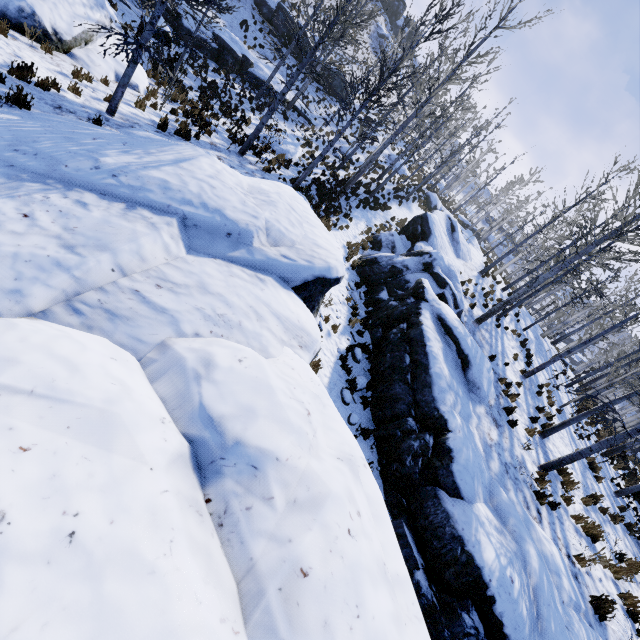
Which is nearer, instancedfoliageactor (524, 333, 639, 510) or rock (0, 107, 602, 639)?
rock (0, 107, 602, 639)

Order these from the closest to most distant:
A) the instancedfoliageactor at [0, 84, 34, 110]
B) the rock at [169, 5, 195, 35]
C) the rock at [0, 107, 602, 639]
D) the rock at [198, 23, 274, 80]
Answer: the rock at [0, 107, 602, 639] < the instancedfoliageactor at [0, 84, 34, 110] < the rock at [169, 5, 195, 35] < the rock at [198, 23, 274, 80]

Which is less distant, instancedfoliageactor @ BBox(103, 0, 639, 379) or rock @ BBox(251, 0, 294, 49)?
instancedfoliageactor @ BBox(103, 0, 639, 379)

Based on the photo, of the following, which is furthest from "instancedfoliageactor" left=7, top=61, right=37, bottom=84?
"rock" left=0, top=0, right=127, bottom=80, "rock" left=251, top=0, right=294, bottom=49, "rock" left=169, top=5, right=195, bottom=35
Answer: "rock" left=251, top=0, right=294, bottom=49

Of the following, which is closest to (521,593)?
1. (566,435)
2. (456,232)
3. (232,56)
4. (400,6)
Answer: (566,435)

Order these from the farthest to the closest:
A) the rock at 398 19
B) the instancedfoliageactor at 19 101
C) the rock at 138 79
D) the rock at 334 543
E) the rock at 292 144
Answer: the rock at 398 19 < the rock at 292 144 < the rock at 138 79 < the instancedfoliageactor at 19 101 < the rock at 334 543

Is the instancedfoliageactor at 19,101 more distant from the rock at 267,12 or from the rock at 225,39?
the rock at 267,12
